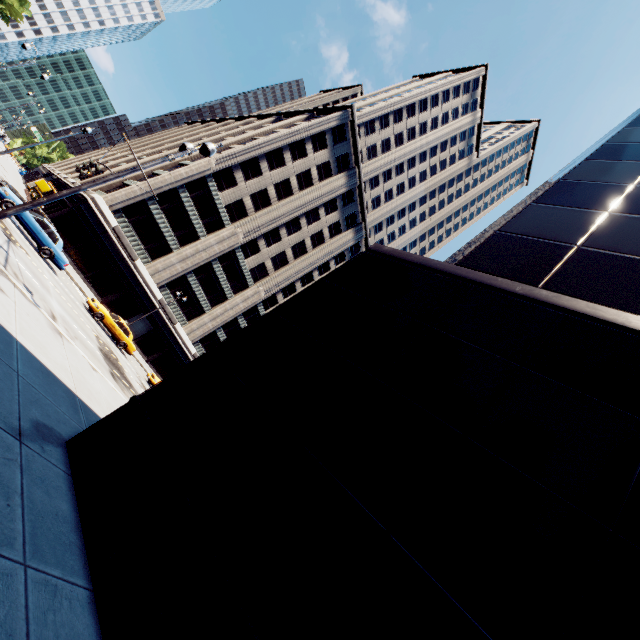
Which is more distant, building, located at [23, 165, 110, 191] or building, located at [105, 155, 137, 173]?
building, located at [105, 155, 137, 173]

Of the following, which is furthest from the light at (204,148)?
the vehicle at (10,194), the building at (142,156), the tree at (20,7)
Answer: the tree at (20,7)

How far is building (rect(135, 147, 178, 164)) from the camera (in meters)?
50.65

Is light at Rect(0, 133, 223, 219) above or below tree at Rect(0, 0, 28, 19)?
below

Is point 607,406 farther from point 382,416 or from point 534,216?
point 534,216

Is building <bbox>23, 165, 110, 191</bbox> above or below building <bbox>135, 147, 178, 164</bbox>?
below

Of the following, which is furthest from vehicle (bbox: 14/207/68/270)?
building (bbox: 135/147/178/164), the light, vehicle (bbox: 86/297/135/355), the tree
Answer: the tree

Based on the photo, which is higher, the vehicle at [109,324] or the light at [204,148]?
the light at [204,148]
